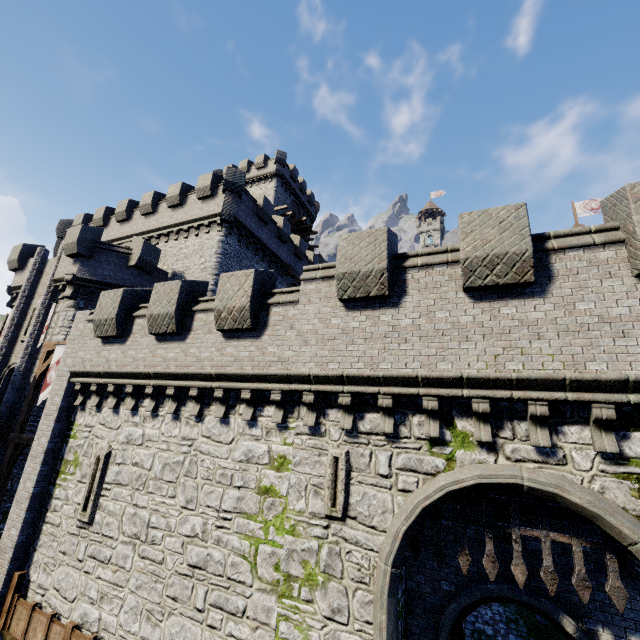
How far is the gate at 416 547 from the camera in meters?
7.1 m

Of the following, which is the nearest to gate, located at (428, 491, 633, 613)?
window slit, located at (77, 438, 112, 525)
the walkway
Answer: window slit, located at (77, 438, 112, 525)

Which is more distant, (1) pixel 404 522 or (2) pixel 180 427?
(2) pixel 180 427

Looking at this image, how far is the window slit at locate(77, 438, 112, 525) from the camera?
10.5m

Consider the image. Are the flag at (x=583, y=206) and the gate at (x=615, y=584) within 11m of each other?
no

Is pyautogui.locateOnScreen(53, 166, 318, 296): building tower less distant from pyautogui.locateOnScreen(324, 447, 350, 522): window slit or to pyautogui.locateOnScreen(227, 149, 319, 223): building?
pyautogui.locateOnScreen(227, 149, 319, 223): building

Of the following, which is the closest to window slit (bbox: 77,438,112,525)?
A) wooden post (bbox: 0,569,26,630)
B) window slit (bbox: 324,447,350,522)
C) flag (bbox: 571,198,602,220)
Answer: wooden post (bbox: 0,569,26,630)

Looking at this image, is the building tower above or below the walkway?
above
